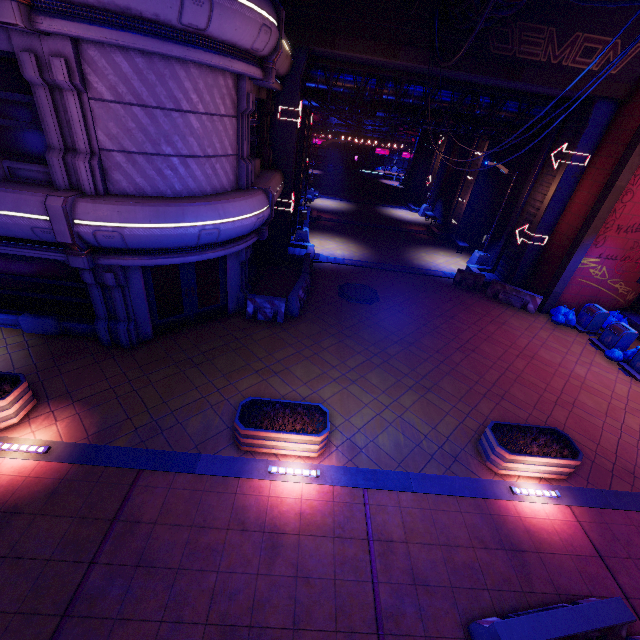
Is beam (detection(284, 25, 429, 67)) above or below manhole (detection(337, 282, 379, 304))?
above

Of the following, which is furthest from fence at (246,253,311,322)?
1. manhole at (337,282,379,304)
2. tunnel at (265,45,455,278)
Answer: manhole at (337,282,379,304)

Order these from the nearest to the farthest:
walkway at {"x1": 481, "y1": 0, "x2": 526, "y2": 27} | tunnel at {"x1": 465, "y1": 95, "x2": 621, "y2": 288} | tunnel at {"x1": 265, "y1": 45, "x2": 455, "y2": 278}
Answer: walkway at {"x1": 481, "y1": 0, "x2": 526, "y2": 27} → tunnel at {"x1": 265, "y1": 45, "x2": 455, "y2": 278} → tunnel at {"x1": 465, "y1": 95, "x2": 621, "y2": 288}

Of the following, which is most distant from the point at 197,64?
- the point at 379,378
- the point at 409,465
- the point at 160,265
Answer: the point at 409,465

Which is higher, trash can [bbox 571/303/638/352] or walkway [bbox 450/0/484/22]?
walkway [bbox 450/0/484/22]

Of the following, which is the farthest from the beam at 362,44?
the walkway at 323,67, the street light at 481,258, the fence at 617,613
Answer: the fence at 617,613

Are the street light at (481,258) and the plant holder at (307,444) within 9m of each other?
no

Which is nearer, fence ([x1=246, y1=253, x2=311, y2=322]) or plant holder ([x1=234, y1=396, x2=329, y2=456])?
plant holder ([x1=234, y1=396, x2=329, y2=456])
